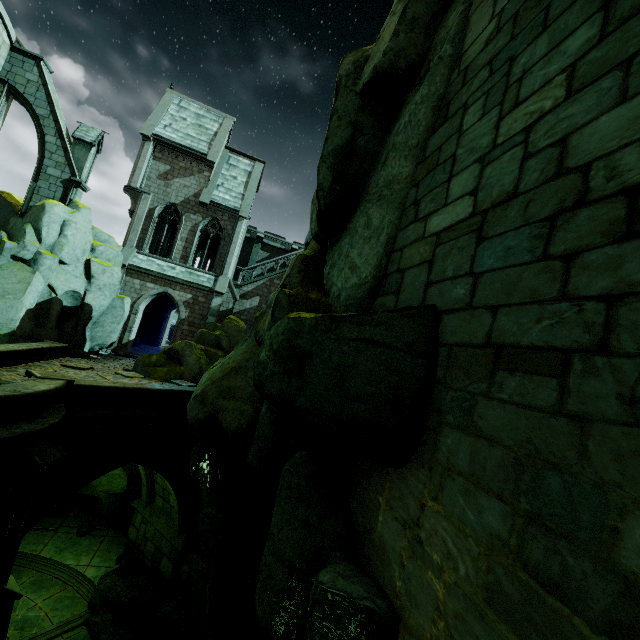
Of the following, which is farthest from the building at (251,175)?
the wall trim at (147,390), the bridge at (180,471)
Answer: the wall trim at (147,390)

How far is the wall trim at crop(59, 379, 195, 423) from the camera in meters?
9.9 m

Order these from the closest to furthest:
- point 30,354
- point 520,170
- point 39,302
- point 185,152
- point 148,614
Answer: point 520,170, point 148,614, point 30,354, point 39,302, point 185,152

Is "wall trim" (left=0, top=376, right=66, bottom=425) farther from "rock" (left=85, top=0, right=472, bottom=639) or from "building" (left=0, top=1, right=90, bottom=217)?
"building" (left=0, top=1, right=90, bottom=217)

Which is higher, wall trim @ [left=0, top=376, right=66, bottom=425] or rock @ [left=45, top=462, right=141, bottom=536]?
wall trim @ [left=0, top=376, right=66, bottom=425]

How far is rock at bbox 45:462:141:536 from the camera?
14.8 meters

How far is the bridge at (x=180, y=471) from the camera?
9.5 meters

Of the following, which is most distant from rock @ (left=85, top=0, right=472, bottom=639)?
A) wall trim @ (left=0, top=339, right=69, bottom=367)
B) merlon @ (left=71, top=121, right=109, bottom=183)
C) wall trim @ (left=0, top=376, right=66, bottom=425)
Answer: wall trim @ (left=0, top=376, right=66, bottom=425)
